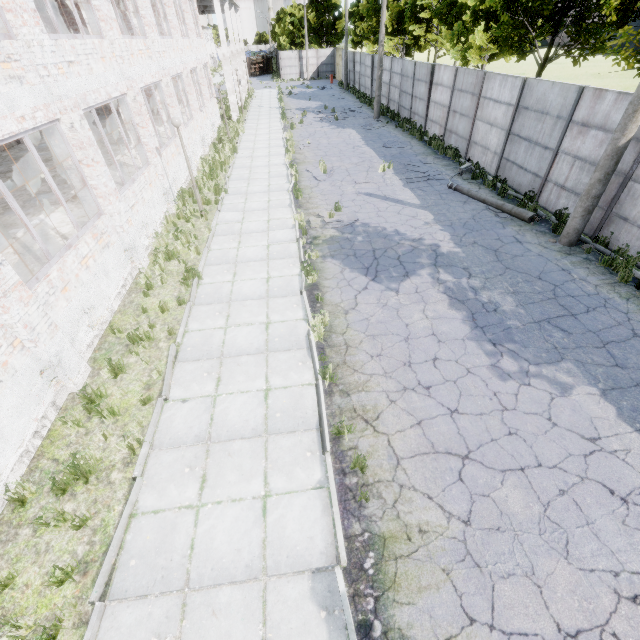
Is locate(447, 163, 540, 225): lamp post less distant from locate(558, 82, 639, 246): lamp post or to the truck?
locate(558, 82, 639, 246): lamp post

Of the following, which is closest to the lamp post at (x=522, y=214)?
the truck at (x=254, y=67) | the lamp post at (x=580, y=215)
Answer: the lamp post at (x=580, y=215)

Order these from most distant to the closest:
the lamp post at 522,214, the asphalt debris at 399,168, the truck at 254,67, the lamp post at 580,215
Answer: the truck at 254,67 → the asphalt debris at 399,168 → the lamp post at 522,214 → the lamp post at 580,215

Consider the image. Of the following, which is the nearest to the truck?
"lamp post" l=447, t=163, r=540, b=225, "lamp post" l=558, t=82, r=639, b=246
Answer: "lamp post" l=447, t=163, r=540, b=225

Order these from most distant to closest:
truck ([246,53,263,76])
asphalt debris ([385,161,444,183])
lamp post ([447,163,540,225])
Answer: truck ([246,53,263,76]), asphalt debris ([385,161,444,183]), lamp post ([447,163,540,225])

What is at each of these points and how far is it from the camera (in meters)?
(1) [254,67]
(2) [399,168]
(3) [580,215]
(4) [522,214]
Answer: (1) truck, 59.78
(2) asphalt debris, 16.25
(3) lamp post, 9.42
(4) lamp post, 11.30

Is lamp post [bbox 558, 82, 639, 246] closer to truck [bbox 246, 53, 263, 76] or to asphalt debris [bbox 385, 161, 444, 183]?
asphalt debris [bbox 385, 161, 444, 183]
